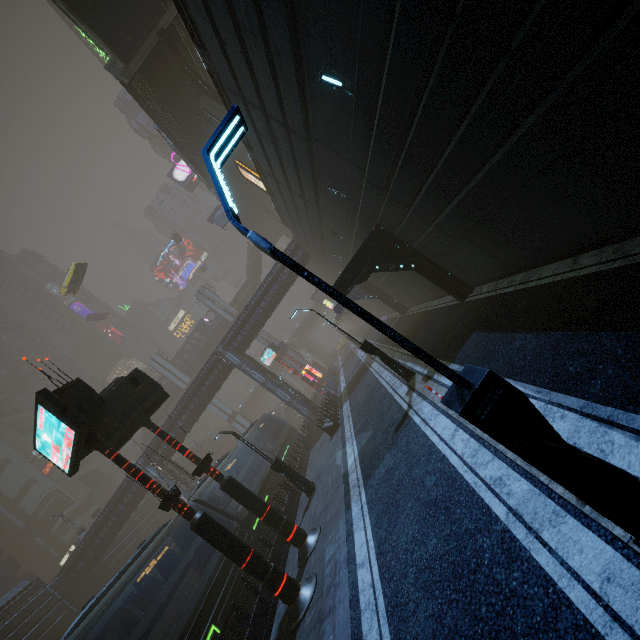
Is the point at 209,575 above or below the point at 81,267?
below

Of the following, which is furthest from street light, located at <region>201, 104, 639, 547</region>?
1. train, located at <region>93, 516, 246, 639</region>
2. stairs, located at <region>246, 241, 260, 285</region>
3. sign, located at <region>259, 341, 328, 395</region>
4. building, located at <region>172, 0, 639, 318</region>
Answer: stairs, located at <region>246, 241, 260, 285</region>

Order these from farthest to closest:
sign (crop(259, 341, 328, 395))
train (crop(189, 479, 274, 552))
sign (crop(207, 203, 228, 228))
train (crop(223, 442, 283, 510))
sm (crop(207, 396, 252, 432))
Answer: sm (crop(207, 396, 252, 432)) < sign (crop(207, 203, 228, 228)) < sign (crop(259, 341, 328, 395)) < train (crop(223, 442, 283, 510)) < train (crop(189, 479, 274, 552))

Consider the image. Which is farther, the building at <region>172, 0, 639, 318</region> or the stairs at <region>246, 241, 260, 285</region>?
the stairs at <region>246, 241, 260, 285</region>

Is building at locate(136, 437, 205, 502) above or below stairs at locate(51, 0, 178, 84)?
below

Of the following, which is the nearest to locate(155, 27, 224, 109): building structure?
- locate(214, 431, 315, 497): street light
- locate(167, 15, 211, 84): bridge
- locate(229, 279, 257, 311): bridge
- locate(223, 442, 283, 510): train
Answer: locate(167, 15, 211, 84): bridge

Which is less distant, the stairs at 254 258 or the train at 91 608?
the train at 91 608

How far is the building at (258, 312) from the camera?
24.2m
